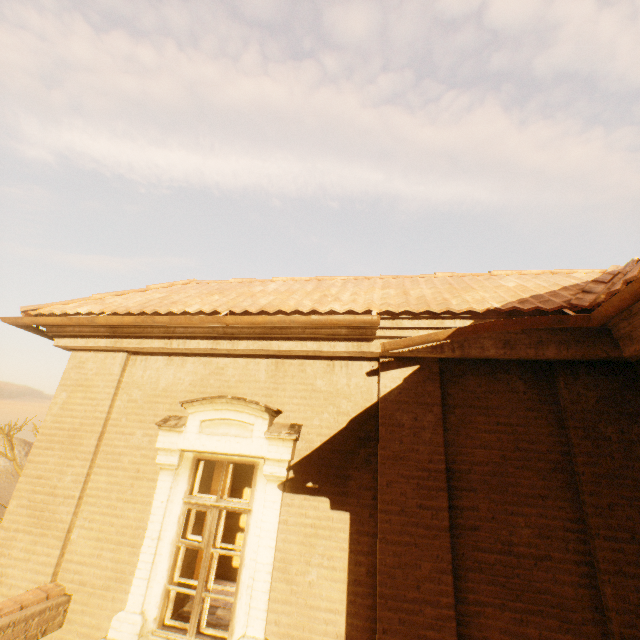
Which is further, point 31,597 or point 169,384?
point 169,384

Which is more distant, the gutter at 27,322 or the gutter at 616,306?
the gutter at 27,322

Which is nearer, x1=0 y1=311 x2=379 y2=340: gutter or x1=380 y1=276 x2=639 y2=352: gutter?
x1=380 y1=276 x2=639 y2=352: gutter
